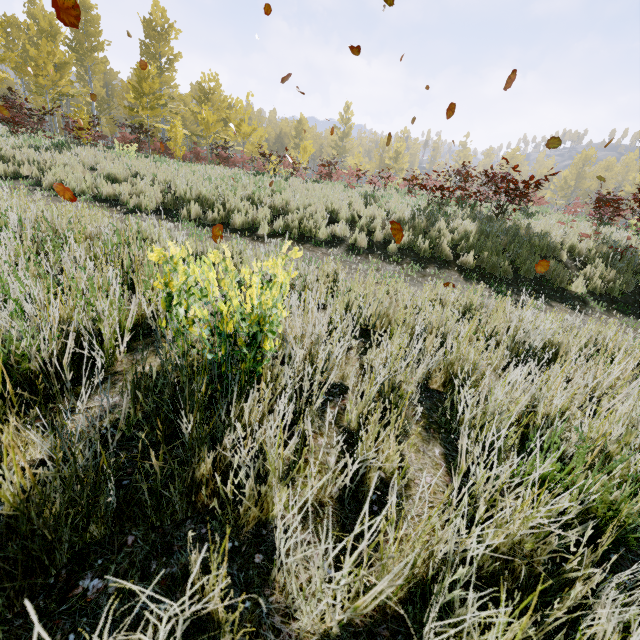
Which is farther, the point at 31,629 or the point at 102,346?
the point at 102,346
